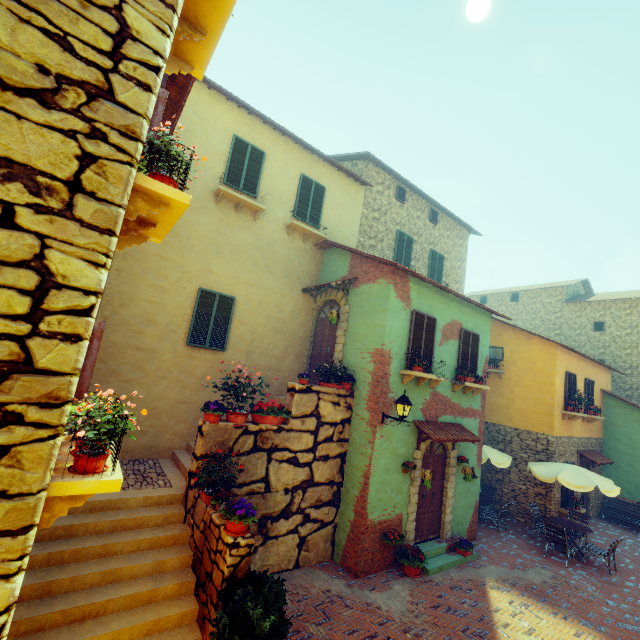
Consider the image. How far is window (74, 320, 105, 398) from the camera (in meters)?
2.85

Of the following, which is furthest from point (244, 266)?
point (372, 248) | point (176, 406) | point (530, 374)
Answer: point (530, 374)

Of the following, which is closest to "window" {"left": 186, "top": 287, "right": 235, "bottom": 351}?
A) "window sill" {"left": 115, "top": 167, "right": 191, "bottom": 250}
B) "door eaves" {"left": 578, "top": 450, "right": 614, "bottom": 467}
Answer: "window sill" {"left": 115, "top": 167, "right": 191, "bottom": 250}

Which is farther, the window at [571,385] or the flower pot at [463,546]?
the window at [571,385]

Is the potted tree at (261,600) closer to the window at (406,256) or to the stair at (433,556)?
the stair at (433,556)

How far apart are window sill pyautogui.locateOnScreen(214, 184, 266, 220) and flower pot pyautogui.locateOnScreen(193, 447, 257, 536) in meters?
7.8

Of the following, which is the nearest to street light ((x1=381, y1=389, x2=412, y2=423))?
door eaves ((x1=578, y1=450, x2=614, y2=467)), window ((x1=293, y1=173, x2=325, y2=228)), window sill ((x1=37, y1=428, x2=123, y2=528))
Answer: window sill ((x1=37, y1=428, x2=123, y2=528))

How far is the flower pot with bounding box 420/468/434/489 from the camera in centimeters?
827cm
